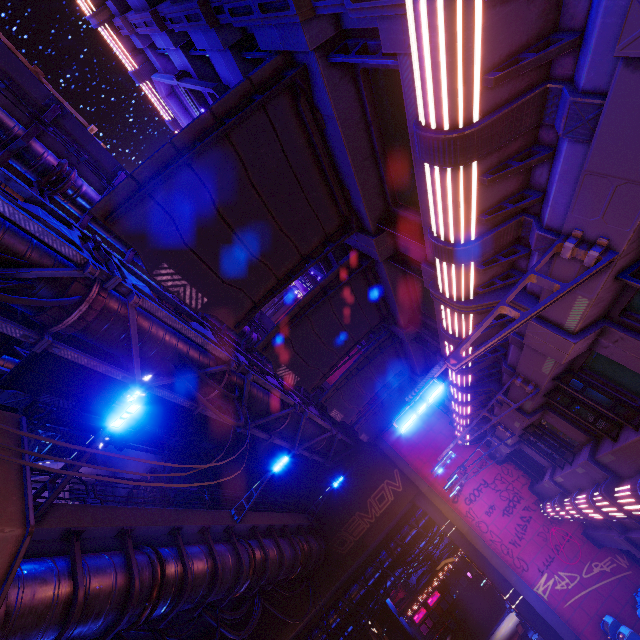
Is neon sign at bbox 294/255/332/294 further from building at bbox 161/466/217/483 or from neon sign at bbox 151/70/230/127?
building at bbox 161/466/217/483

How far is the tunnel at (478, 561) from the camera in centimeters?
1645cm

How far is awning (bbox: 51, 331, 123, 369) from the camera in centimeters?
1158cm

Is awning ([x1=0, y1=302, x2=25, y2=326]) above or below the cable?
above

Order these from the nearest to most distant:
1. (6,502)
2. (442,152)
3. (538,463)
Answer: (442,152) < (6,502) < (538,463)

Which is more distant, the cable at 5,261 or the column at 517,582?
the column at 517,582

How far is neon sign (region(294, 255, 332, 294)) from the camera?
12.5 meters

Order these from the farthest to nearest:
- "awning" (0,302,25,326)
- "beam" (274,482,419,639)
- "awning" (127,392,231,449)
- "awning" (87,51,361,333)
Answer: "beam" (274,482,419,639) < "awning" (127,392,231,449) < "awning" (0,302,25,326) < "awning" (87,51,361,333)
